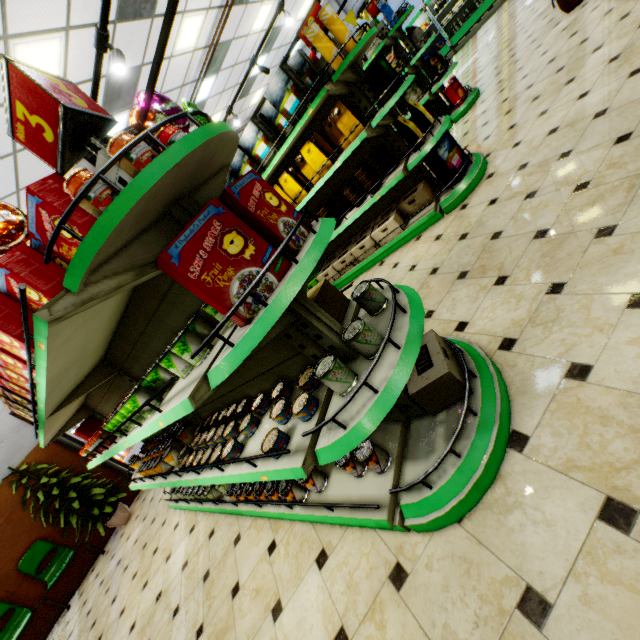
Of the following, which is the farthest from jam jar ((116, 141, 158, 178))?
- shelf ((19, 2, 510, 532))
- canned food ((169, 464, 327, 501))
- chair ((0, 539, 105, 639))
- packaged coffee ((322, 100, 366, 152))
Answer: chair ((0, 539, 105, 639))

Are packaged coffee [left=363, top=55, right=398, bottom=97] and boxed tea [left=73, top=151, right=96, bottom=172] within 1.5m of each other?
no

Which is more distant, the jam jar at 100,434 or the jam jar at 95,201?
the jam jar at 100,434

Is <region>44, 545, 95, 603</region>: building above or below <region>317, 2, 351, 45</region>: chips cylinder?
below

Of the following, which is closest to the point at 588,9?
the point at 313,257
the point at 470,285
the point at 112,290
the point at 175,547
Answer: the point at 470,285

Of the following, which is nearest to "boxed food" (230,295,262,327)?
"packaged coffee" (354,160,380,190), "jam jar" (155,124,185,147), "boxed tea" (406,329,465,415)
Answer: "jam jar" (155,124,185,147)

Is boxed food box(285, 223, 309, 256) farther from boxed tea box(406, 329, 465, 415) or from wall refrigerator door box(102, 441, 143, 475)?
wall refrigerator door box(102, 441, 143, 475)

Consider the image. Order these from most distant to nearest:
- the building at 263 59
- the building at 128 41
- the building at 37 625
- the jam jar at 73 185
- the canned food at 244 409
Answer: the building at 263 59
the building at 37 625
the building at 128 41
the canned food at 244 409
the jam jar at 73 185
